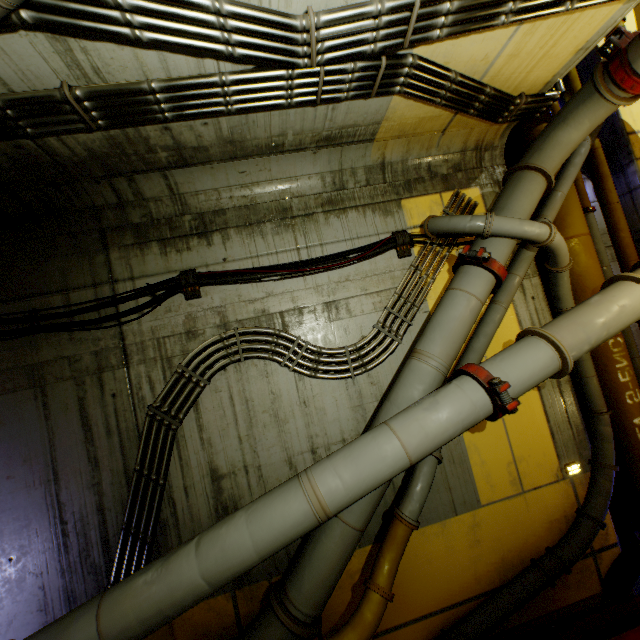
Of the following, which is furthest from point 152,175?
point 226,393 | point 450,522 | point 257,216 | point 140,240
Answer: point 450,522

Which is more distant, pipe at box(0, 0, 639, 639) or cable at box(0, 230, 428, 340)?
cable at box(0, 230, 428, 340)

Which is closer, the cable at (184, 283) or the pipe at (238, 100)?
the pipe at (238, 100)
